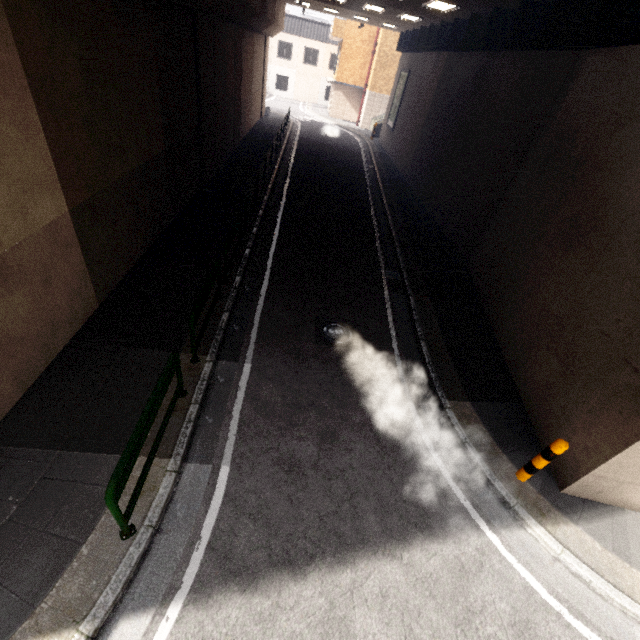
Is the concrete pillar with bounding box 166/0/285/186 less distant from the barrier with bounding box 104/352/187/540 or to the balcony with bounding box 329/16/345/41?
the barrier with bounding box 104/352/187/540

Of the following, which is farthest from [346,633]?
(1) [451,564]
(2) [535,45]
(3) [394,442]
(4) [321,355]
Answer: (2) [535,45]

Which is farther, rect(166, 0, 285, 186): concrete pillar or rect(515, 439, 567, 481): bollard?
rect(166, 0, 285, 186): concrete pillar

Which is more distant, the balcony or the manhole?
the balcony

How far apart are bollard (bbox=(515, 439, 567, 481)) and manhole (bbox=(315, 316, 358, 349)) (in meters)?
3.54

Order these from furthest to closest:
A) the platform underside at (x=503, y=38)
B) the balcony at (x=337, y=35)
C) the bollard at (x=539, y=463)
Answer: the balcony at (x=337, y=35)
the platform underside at (x=503, y=38)
the bollard at (x=539, y=463)

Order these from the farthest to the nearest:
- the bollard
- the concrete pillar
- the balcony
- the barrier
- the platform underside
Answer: the balcony < the concrete pillar < the platform underside < the bollard < the barrier

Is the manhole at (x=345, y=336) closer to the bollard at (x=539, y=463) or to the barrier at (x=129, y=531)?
the barrier at (x=129, y=531)
